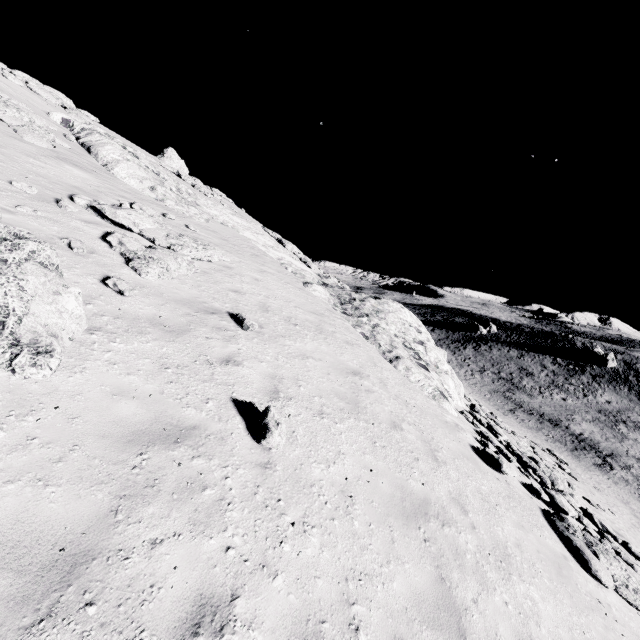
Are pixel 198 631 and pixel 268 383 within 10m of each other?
yes

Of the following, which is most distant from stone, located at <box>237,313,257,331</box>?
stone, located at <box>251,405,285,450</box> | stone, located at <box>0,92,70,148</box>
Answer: stone, located at <box>0,92,70,148</box>

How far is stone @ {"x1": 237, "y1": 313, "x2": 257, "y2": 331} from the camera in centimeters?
793cm

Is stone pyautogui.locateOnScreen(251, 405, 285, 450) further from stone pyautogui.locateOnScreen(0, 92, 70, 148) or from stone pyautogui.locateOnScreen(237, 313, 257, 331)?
stone pyautogui.locateOnScreen(0, 92, 70, 148)

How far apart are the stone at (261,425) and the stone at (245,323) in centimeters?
292cm

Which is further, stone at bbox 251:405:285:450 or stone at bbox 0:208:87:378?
stone at bbox 251:405:285:450

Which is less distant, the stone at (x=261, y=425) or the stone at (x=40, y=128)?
the stone at (x=261, y=425)

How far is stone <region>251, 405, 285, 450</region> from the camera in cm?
483
